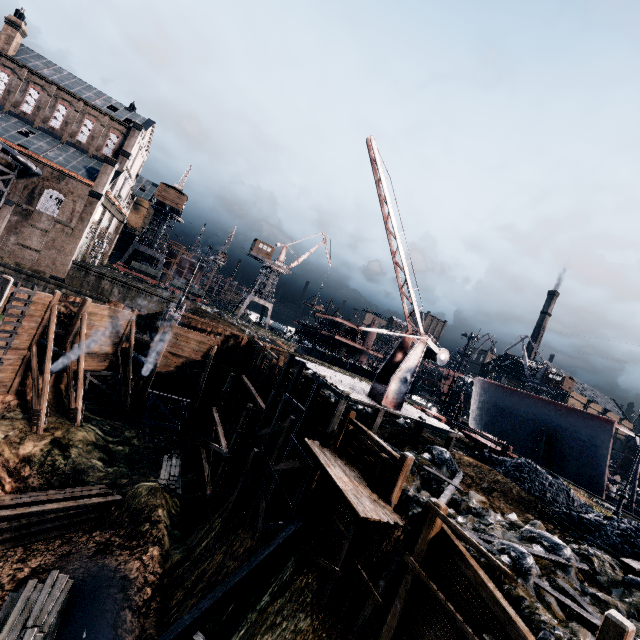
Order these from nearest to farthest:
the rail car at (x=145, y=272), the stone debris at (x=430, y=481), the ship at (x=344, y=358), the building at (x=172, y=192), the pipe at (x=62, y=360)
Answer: the stone debris at (x=430, y=481) < the pipe at (x=62, y=360) < the rail car at (x=145, y=272) < the ship at (x=344, y=358) < the building at (x=172, y=192)

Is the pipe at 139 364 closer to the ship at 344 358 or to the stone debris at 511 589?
the stone debris at 511 589

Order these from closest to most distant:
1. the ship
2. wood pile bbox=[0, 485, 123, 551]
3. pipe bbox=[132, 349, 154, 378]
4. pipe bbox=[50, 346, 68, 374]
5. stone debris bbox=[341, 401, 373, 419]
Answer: wood pile bbox=[0, 485, 123, 551] → stone debris bbox=[341, 401, 373, 419] → pipe bbox=[50, 346, 68, 374] → pipe bbox=[132, 349, 154, 378] → the ship

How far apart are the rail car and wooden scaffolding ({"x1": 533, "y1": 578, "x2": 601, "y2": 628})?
59.4 meters

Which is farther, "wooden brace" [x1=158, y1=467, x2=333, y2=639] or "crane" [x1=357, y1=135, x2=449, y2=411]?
"crane" [x1=357, y1=135, x2=449, y2=411]

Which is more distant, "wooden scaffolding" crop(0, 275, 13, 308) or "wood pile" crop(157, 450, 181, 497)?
"wood pile" crop(157, 450, 181, 497)

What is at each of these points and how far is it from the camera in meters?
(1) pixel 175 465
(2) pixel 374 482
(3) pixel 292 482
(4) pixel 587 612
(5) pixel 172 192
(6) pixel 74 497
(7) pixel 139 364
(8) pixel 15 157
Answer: (1) wood pile, 26.3 m
(2) wooden scaffolding, 13.2 m
(3) cloth, 18.1 m
(4) wooden scaffolding, 9.4 m
(5) building, 59.9 m
(6) wood pile, 20.6 m
(7) pipe, 29.9 m
(8) silo, 33.2 m

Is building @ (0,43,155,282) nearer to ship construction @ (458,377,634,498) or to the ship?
the ship
